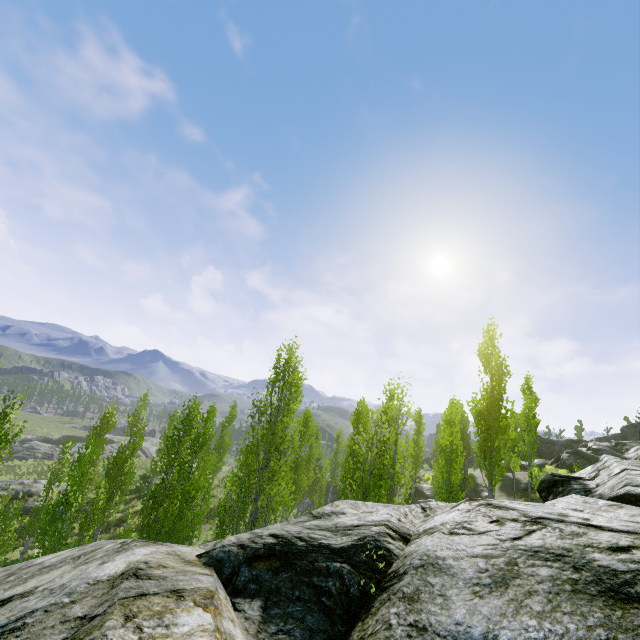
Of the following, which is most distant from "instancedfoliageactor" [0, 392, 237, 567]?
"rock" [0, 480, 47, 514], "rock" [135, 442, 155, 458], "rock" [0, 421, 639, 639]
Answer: "rock" [135, 442, 155, 458]

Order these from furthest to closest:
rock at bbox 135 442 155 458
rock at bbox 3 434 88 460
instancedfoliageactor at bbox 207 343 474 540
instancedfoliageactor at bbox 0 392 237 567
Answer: rock at bbox 135 442 155 458, rock at bbox 3 434 88 460, instancedfoliageactor at bbox 0 392 237 567, instancedfoliageactor at bbox 207 343 474 540

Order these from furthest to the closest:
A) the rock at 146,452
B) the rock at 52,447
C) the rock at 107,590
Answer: the rock at 146,452 < the rock at 52,447 < the rock at 107,590

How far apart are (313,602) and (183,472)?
20.0m

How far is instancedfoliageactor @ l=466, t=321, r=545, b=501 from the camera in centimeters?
1491cm

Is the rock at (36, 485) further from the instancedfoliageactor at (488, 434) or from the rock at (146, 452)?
the rock at (146, 452)

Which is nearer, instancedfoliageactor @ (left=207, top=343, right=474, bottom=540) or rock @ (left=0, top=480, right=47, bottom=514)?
instancedfoliageactor @ (left=207, top=343, right=474, bottom=540)

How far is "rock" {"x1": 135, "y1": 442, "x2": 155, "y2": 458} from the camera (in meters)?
54.21
